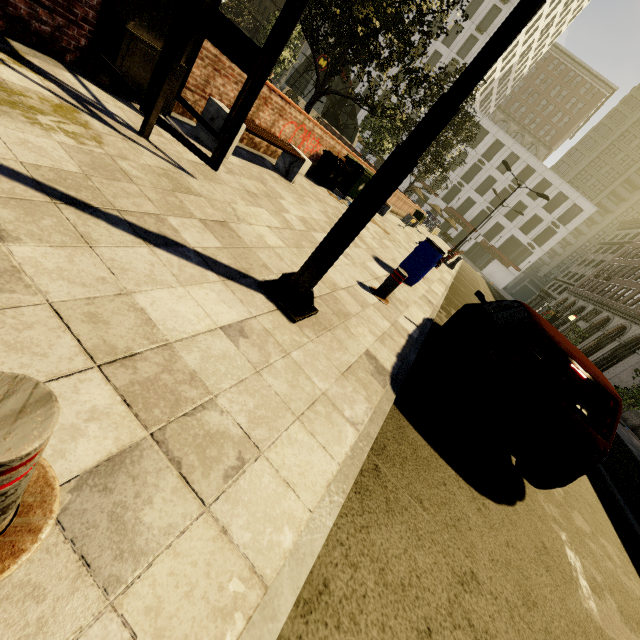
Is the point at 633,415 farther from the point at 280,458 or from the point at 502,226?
the point at 502,226

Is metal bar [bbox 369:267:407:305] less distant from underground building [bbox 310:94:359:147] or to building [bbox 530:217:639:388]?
building [bbox 530:217:639:388]

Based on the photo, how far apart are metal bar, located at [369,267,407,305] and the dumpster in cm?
580

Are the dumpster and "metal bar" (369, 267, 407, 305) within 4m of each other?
no

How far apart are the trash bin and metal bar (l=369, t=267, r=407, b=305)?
5.1m

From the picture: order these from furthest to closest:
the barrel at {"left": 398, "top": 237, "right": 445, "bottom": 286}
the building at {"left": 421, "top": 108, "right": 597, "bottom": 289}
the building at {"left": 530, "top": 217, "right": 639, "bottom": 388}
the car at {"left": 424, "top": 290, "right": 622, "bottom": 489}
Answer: the building at {"left": 421, "top": 108, "right": 597, "bottom": 289}
the building at {"left": 530, "top": 217, "right": 639, "bottom": 388}
the barrel at {"left": 398, "top": 237, "right": 445, "bottom": 286}
the car at {"left": 424, "top": 290, "right": 622, "bottom": 489}

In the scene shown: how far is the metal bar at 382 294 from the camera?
5.1 meters

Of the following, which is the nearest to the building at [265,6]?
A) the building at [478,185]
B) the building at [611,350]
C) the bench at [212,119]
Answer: the bench at [212,119]
